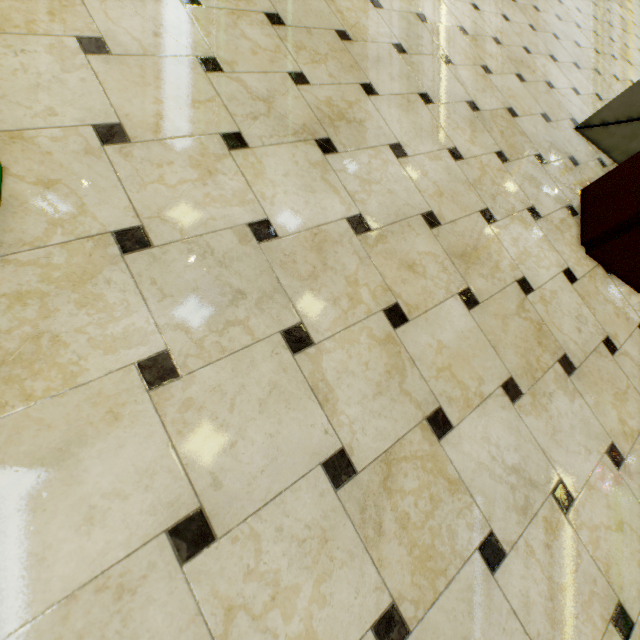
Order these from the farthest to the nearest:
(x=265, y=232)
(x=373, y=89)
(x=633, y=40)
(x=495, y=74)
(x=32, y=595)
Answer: (x=633, y=40) < (x=495, y=74) < (x=373, y=89) < (x=265, y=232) < (x=32, y=595)

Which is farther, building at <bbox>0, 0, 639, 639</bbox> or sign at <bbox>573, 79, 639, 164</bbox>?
sign at <bbox>573, 79, 639, 164</bbox>

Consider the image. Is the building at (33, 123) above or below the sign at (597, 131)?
below

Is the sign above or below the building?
above

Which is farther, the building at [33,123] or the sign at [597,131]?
the sign at [597,131]
